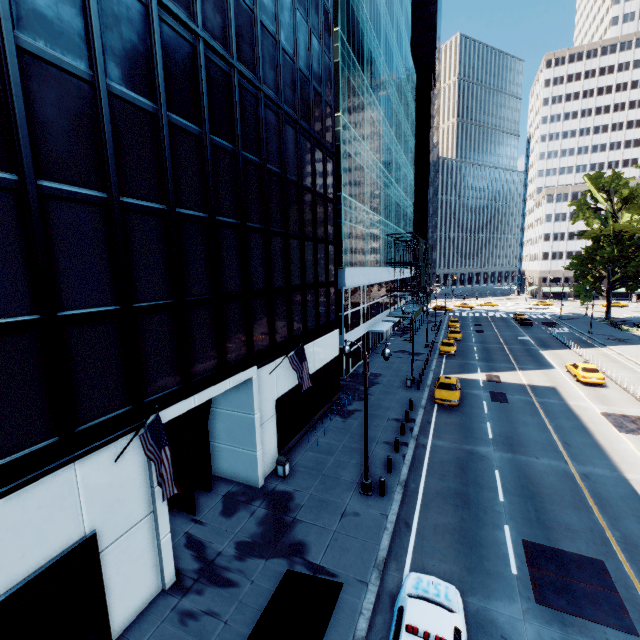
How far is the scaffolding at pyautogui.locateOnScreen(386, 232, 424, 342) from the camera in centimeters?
4597cm

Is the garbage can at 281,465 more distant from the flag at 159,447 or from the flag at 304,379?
the flag at 159,447

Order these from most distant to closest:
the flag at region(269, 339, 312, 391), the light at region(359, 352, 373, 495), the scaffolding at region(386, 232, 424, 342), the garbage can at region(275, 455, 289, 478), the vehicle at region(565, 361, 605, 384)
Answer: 1. the scaffolding at region(386, 232, 424, 342)
2. the vehicle at region(565, 361, 605, 384)
3. the garbage can at region(275, 455, 289, 478)
4. the flag at region(269, 339, 312, 391)
5. the light at region(359, 352, 373, 495)

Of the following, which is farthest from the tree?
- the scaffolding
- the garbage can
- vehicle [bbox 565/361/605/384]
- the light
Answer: the garbage can

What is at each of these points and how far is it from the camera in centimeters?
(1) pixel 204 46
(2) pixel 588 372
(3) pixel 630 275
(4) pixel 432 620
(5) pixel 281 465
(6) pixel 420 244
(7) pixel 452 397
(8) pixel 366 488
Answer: (1) building, 1211cm
(2) vehicle, 2922cm
(3) tree, 5072cm
(4) vehicle, 867cm
(5) garbage can, 1669cm
(6) scaffolding, 5297cm
(7) vehicle, 2497cm
(8) light, 1541cm

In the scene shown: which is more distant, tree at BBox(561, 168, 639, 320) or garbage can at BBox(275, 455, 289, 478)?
tree at BBox(561, 168, 639, 320)

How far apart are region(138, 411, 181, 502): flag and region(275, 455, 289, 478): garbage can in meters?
8.6

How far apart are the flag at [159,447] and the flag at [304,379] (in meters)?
7.97
